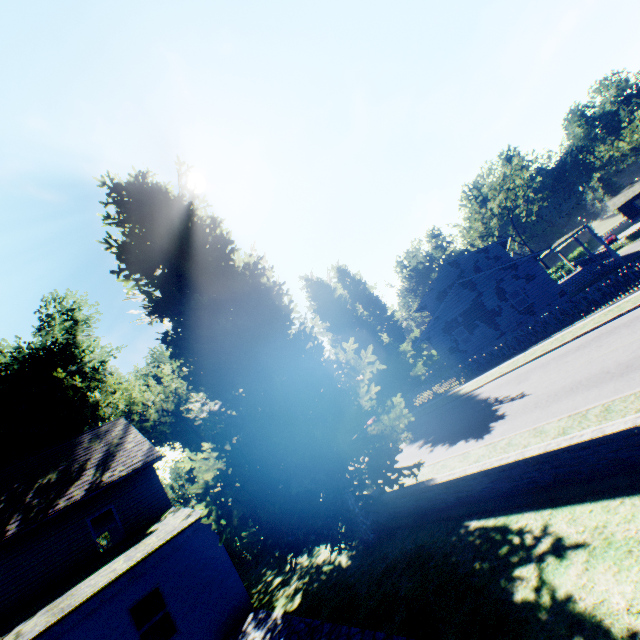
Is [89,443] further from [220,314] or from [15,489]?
[220,314]

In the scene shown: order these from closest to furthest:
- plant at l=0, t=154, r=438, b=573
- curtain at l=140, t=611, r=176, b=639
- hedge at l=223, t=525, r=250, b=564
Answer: plant at l=0, t=154, r=438, b=573, curtain at l=140, t=611, r=176, b=639, hedge at l=223, t=525, r=250, b=564

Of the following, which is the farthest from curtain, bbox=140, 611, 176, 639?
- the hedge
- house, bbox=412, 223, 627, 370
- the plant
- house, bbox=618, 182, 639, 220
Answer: house, bbox=618, 182, 639, 220

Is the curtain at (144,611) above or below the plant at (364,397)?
below

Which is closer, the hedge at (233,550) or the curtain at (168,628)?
the curtain at (168,628)

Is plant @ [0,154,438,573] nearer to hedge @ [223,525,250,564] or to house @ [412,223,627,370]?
house @ [412,223,627,370]

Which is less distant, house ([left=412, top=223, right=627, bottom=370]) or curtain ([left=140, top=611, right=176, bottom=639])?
curtain ([left=140, top=611, right=176, bottom=639])
